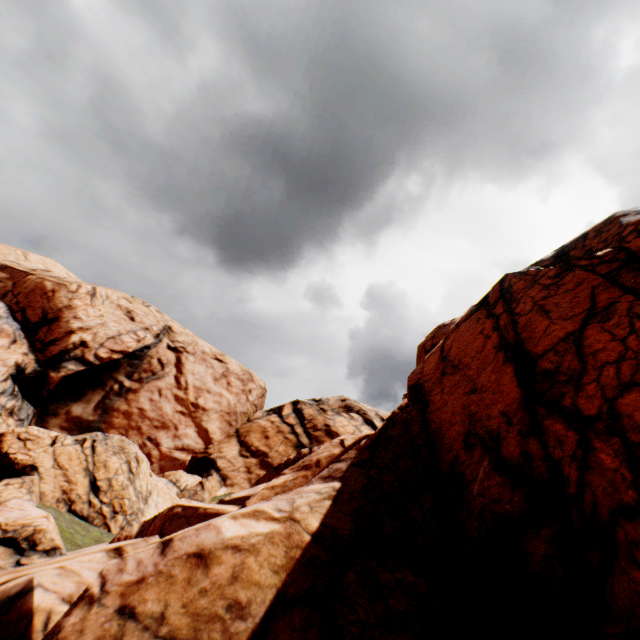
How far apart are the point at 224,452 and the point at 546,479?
31.2 meters
